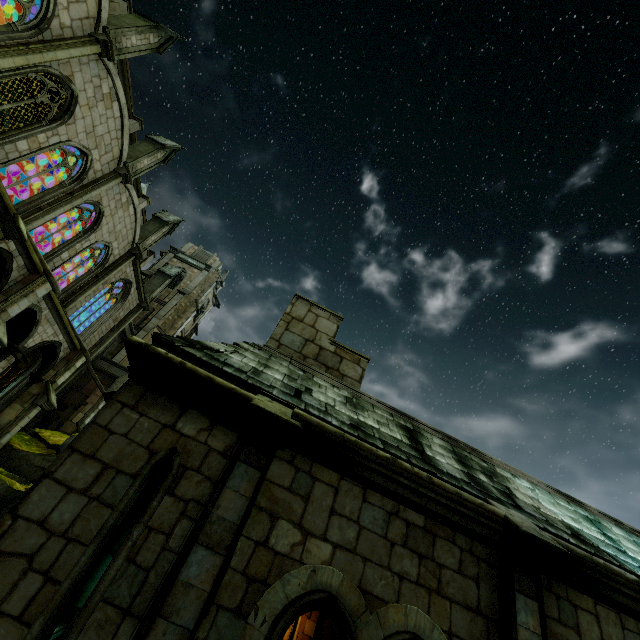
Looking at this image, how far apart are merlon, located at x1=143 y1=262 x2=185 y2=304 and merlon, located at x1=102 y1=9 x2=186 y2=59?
16.6 meters

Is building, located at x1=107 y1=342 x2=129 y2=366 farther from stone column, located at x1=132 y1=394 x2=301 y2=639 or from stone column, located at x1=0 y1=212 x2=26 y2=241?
stone column, located at x1=132 y1=394 x2=301 y2=639

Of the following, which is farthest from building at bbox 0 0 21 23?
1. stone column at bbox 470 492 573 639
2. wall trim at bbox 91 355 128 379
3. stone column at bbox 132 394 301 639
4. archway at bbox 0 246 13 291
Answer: stone column at bbox 470 492 573 639

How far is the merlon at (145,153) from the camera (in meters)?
18.67

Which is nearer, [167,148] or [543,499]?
[543,499]

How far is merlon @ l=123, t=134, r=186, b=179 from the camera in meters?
18.7 m

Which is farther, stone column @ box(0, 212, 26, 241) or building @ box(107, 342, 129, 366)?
building @ box(107, 342, 129, 366)

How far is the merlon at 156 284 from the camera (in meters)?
27.67
